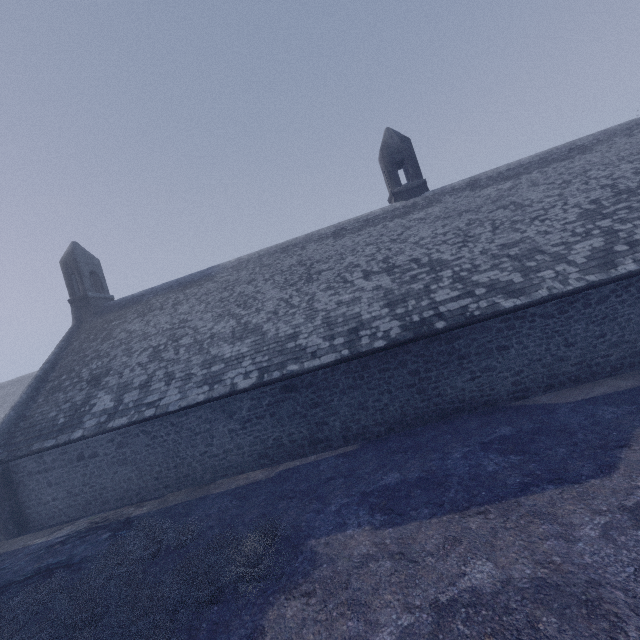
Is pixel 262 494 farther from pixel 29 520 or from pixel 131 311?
pixel 131 311
